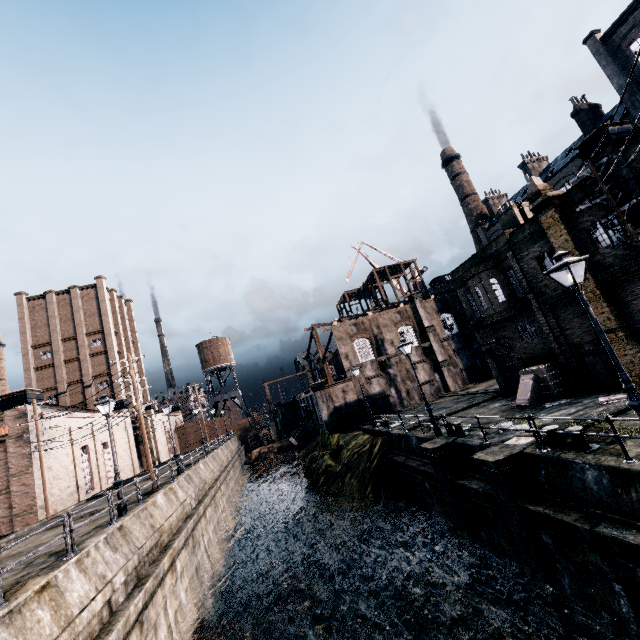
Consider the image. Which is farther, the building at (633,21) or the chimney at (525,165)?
the chimney at (525,165)

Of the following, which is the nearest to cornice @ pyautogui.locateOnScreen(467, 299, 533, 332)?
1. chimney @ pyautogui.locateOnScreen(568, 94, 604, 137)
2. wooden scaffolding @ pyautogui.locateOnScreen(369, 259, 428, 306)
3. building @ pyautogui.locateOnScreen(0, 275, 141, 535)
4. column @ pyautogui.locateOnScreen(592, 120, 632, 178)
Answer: column @ pyautogui.locateOnScreen(592, 120, 632, 178)

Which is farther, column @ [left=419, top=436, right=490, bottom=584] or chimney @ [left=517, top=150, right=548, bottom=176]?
chimney @ [left=517, top=150, right=548, bottom=176]

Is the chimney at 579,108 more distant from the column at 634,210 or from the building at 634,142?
the column at 634,210

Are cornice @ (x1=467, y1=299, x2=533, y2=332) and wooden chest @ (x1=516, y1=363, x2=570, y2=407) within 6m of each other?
yes

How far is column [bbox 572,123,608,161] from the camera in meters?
14.0 m

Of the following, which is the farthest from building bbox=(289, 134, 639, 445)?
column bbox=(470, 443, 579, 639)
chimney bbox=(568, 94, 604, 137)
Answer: column bbox=(470, 443, 579, 639)

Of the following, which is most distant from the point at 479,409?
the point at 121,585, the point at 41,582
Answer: the point at 41,582
